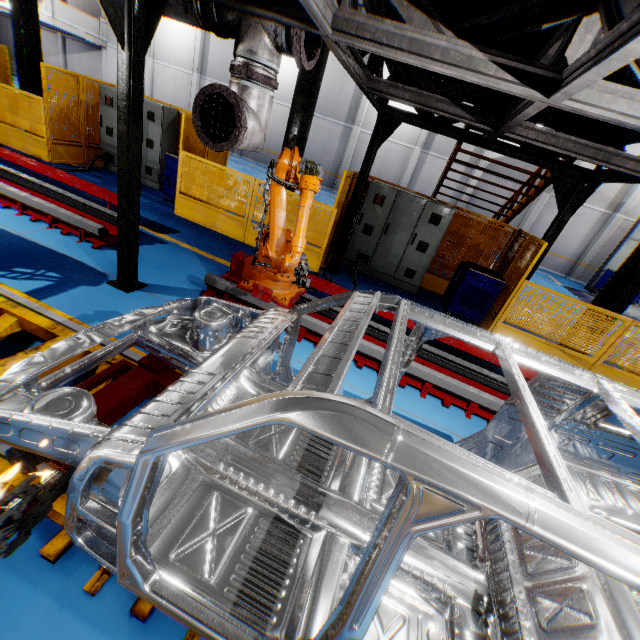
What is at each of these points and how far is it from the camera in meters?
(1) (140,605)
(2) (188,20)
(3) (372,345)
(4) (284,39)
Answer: (1) platform, 1.8 m
(2) vent pipe, 3.4 m
(3) metal platform, 4.5 m
(4) vent pipe, 3.1 m

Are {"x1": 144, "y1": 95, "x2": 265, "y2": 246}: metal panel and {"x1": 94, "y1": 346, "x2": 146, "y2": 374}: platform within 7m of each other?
yes

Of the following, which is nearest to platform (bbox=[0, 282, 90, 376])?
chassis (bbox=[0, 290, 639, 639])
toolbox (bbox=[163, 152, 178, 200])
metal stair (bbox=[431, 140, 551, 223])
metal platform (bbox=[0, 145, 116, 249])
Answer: chassis (bbox=[0, 290, 639, 639])

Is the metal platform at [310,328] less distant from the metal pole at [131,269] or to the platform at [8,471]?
the metal pole at [131,269]

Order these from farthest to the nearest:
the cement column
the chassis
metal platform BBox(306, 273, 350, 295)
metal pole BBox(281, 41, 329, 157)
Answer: the cement column, metal pole BBox(281, 41, 329, 157), metal platform BBox(306, 273, 350, 295), the chassis

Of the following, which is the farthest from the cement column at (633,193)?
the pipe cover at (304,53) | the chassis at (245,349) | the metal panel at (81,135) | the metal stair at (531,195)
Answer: the pipe cover at (304,53)

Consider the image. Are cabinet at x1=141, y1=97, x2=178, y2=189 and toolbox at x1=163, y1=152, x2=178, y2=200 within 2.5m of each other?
yes

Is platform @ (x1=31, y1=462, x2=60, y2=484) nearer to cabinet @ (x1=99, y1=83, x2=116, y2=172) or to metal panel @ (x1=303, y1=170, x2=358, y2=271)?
metal panel @ (x1=303, y1=170, x2=358, y2=271)
